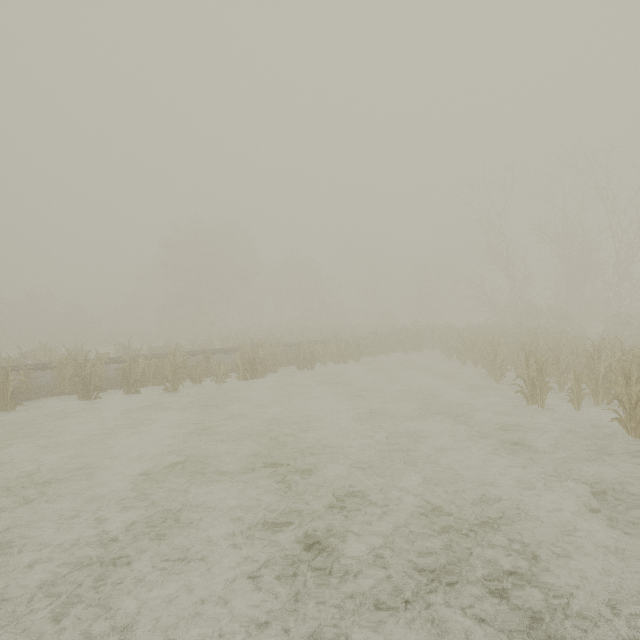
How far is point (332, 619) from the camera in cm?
322
